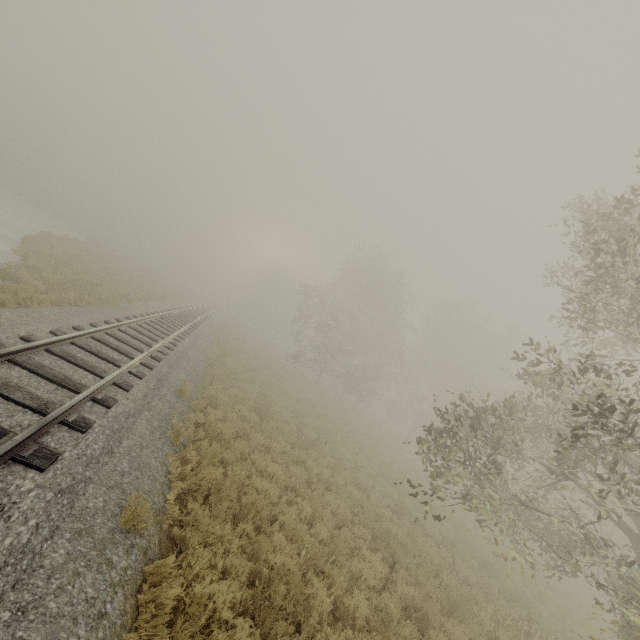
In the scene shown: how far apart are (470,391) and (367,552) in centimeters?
536cm
